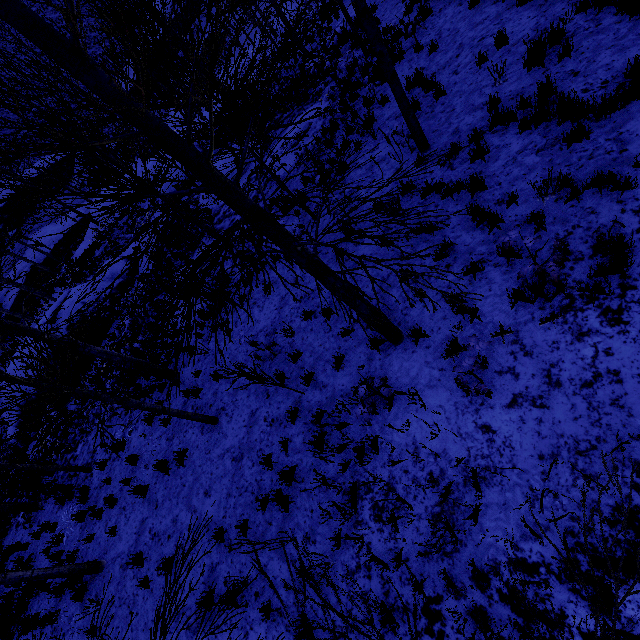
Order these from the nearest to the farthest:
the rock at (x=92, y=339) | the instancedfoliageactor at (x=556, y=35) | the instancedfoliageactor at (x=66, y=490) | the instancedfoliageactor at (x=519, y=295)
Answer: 1. the instancedfoliageactor at (x=519, y=295)
2. the instancedfoliageactor at (x=556, y=35)
3. the instancedfoliageactor at (x=66, y=490)
4. the rock at (x=92, y=339)

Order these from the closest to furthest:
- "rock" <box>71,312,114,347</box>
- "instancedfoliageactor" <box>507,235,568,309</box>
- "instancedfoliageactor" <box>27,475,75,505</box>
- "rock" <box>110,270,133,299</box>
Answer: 1. "instancedfoliageactor" <box>507,235,568,309</box>
2. "instancedfoliageactor" <box>27,475,75,505</box>
3. "rock" <box>71,312,114,347</box>
4. "rock" <box>110,270,133,299</box>

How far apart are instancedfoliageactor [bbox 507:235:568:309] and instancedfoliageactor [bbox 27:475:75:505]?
10.7m

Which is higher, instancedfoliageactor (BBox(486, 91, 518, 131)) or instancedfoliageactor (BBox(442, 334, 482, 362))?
instancedfoliageactor (BBox(486, 91, 518, 131))

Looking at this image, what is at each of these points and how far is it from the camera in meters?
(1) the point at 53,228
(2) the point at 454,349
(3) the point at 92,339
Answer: (1) rock, 36.5
(2) instancedfoliageactor, 5.0
(3) rock, 15.6

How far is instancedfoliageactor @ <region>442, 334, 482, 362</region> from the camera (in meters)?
4.28

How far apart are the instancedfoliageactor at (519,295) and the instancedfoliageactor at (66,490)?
10.7 meters

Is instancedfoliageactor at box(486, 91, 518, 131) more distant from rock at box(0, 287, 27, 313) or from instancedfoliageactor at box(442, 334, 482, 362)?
rock at box(0, 287, 27, 313)
